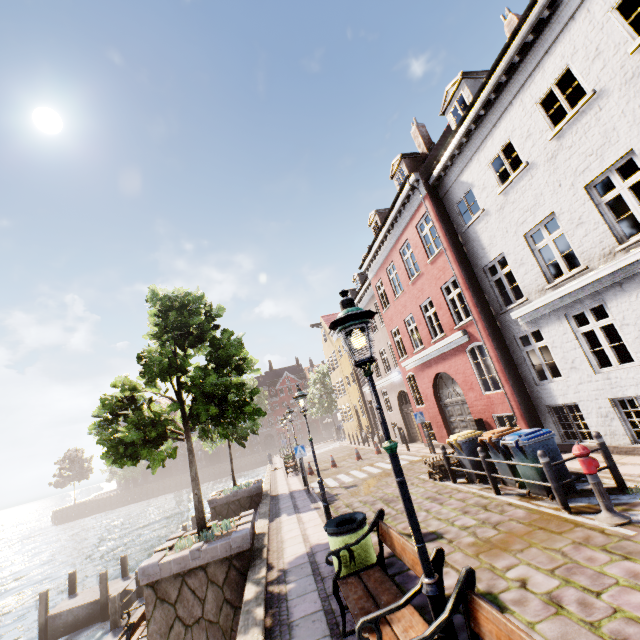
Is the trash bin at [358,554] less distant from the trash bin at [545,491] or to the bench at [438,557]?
the bench at [438,557]

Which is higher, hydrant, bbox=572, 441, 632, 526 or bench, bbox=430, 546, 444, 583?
bench, bbox=430, 546, 444, 583

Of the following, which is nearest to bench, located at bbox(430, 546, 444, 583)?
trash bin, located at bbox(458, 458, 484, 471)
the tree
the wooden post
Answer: the tree

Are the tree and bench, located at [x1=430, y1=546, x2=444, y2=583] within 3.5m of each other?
no

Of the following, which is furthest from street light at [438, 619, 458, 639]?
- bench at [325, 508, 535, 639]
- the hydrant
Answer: the hydrant

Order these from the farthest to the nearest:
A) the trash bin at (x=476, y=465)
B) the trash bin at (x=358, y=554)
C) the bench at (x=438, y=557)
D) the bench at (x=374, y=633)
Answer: the trash bin at (x=476, y=465)
the trash bin at (x=358, y=554)
the bench at (x=438, y=557)
the bench at (x=374, y=633)

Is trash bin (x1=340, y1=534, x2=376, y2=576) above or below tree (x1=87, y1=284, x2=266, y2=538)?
below

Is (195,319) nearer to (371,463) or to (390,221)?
(390,221)
